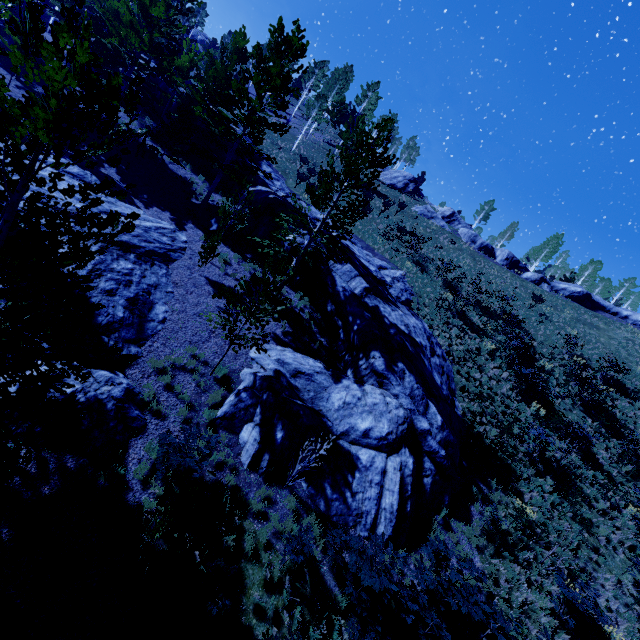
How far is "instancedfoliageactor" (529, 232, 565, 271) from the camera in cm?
4328

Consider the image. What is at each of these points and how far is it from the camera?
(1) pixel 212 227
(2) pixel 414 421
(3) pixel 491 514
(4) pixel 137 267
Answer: (1) rock, 18.1 meters
(2) rock, 12.1 meters
(3) instancedfoliageactor, 11.8 meters
(4) rock, 13.0 meters

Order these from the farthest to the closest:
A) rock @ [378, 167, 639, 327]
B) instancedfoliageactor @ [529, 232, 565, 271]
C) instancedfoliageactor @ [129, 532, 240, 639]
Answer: instancedfoliageactor @ [529, 232, 565, 271]
rock @ [378, 167, 639, 327]
instancedfoliageactor @ [129, 532, 240, 639]

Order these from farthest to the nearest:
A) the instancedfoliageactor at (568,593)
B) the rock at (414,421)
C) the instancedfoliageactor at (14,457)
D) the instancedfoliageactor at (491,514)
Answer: the instancedfoliageactor at (491,514) < the rock at (414,421) < the instancedfoliageactor at (568,593) < the instancedfoliageactor at (14,457)

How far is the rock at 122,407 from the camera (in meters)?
8.09

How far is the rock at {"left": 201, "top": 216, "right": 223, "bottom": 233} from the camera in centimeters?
1798cm

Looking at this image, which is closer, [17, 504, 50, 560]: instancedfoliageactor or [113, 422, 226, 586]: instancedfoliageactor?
[17, 504, 50, 560]: instancedfoliageactor

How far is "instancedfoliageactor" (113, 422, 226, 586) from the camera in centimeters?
722cm
